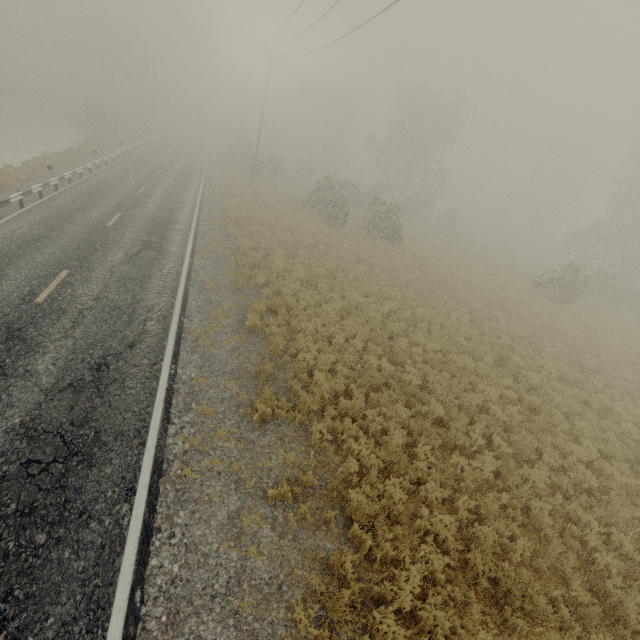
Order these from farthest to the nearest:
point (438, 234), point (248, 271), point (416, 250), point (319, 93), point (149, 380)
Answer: point (319, 93)
point (438, 234)
point (416, 250)
point (248, 271)
point (149, 380)
